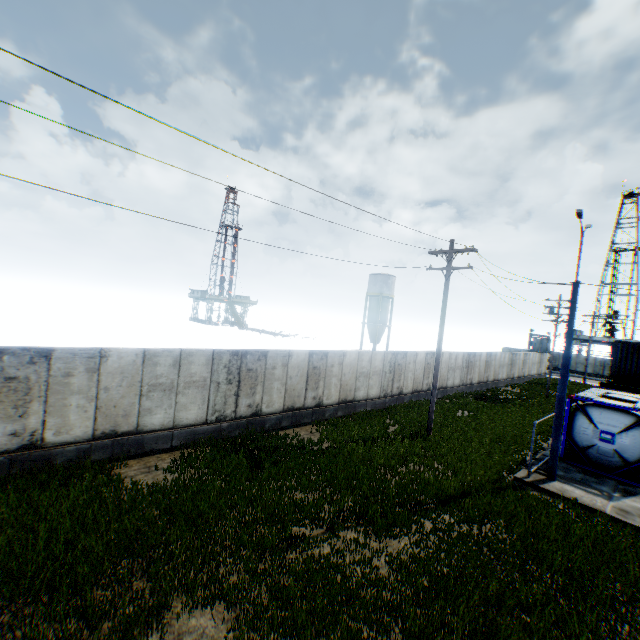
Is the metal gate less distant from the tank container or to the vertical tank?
the vertical tank

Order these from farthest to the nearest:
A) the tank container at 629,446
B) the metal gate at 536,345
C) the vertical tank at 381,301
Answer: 1. the metal gate at 536,345
2. the vertical tank at 381,301
3. the tank container at 629,446

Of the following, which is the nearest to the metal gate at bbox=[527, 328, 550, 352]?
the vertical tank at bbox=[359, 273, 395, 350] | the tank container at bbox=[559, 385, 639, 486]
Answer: the vertical tank at bbox=[359, 273, 395, 350]

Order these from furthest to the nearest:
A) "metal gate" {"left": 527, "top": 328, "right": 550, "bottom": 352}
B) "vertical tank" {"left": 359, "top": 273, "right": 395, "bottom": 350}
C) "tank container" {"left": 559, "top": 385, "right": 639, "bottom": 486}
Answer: "metal gate" {"left": 527, "top": 328, "right": 550, "bottom": 352}, "vertical tank" {"left": 359, "top": 273, "right": 395, "bottom": 350}, "tank container" {"left": 559, "top": 385, "right": 639, "bottom": 486}

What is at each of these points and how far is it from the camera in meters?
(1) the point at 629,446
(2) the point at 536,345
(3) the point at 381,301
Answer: (1) tank container, 13.2 m
(2) metal gate, 52.5 m
(3) vertical tank, 47.9 m

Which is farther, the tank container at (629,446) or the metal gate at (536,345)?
the metal gate at (536,345)
